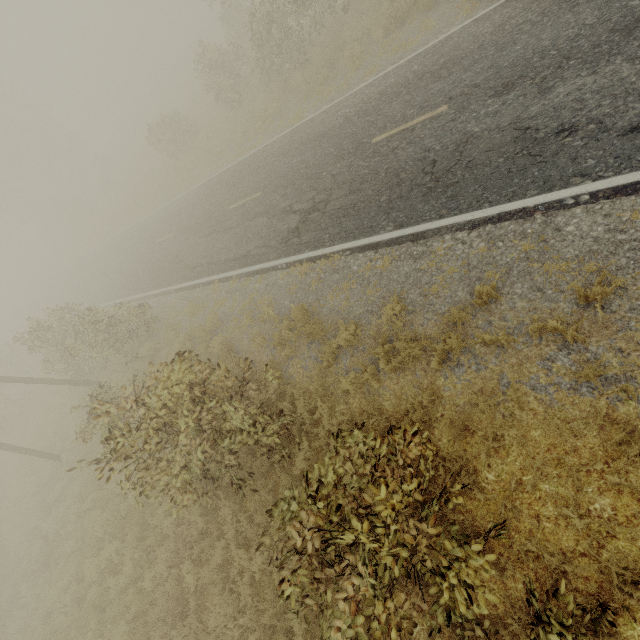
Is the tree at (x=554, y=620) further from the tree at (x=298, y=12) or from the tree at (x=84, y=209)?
the tree at (x=84, y=209)

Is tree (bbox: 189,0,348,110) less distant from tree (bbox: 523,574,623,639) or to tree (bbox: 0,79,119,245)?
tree (bbox: 523,574,623,639)

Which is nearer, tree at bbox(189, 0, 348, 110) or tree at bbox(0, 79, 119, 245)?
tree at bbox(189, 0, 348, 110)

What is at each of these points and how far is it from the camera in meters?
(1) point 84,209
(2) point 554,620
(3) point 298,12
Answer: (1) tree, 39.0 m
(2) tree, 3.1 m
(3) tree, 14.4 m

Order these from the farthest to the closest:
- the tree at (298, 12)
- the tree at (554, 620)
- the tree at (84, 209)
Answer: the tree at (84, 209)
the tree at (298, 12)
the tree at (554, 620)

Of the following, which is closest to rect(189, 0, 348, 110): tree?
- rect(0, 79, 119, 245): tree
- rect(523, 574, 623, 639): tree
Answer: rect(523, 574, 623, 639): tree
